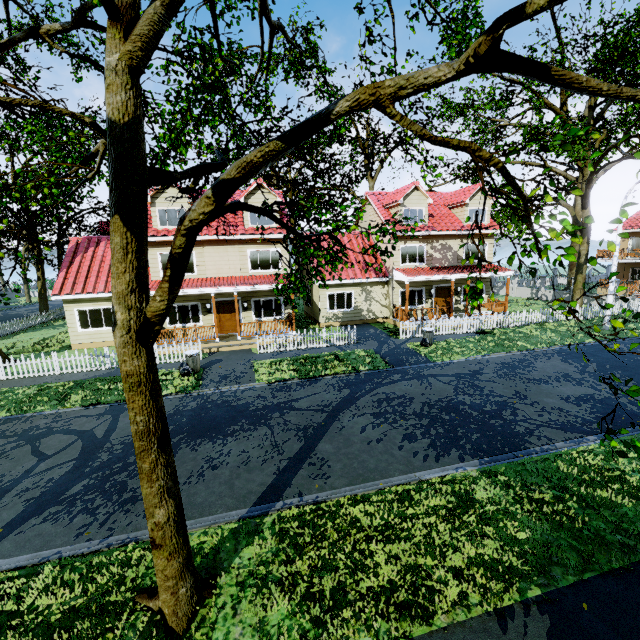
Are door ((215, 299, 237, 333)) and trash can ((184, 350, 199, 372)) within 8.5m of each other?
yes

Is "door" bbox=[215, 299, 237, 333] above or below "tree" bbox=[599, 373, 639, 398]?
below

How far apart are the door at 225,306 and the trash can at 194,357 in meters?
4.9

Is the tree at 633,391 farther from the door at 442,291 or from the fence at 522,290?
the door at 442,291

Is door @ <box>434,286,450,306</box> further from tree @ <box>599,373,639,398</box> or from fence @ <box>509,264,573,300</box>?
A: tree @ <box>599,373,639,398</box>

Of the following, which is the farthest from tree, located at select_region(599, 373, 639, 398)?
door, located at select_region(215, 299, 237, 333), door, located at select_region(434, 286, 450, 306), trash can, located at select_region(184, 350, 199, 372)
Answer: door, located at select_region(434, 286, 450, 306)

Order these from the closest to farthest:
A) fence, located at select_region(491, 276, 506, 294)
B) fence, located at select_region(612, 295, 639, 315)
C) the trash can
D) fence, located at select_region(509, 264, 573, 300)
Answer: the trash can → fence, located at select_region(612, 295, 639, 315) → fence, located at select_region(509, 264, 573, 300) → fence, located at select_region(491, 276, 506, 294)

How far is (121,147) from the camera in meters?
3.2
